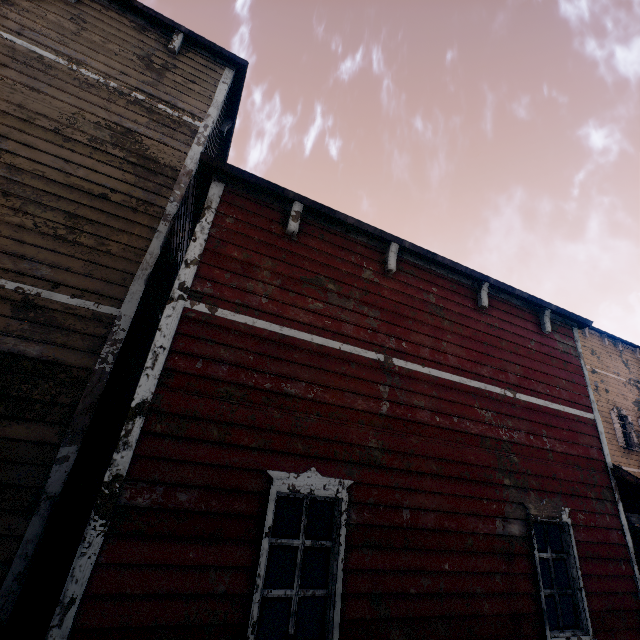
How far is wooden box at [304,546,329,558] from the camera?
10.37m

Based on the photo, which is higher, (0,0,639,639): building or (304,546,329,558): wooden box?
(0,0,639,639): building

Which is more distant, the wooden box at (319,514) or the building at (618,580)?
the wooden box at (319,514)

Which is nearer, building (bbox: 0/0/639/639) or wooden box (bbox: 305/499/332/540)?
building (bbox: 0/0/639/639)

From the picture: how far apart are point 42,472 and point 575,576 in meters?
7.2
